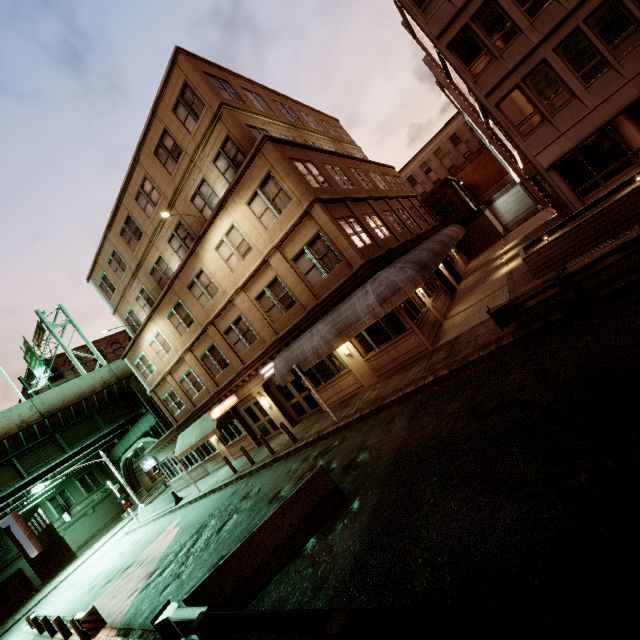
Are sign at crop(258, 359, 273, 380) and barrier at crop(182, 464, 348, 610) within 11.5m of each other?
yes

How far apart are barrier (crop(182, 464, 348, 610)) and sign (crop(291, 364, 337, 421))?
5.4m

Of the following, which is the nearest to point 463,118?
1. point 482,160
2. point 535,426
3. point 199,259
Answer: point 482,160

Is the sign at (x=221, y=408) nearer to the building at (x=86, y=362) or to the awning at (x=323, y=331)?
the awning at (x=323, y=331)

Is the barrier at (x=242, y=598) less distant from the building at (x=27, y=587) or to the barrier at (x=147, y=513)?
the barrier at (x=147, y=513)

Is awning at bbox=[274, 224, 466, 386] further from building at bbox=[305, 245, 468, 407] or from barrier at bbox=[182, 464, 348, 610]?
barrier at bbox=[182, 464, 348, 610]

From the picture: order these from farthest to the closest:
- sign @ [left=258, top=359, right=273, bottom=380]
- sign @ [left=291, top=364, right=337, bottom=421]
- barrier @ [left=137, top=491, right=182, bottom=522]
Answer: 1. barrier @ [left=137, top=491, right=182, bottom=522]
2. sign @ [left=258, top=359, right=273, bottom=380]
3. sign @ [left=291, top=364, right=337, bottom=421]

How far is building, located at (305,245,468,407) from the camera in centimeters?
1400cm
